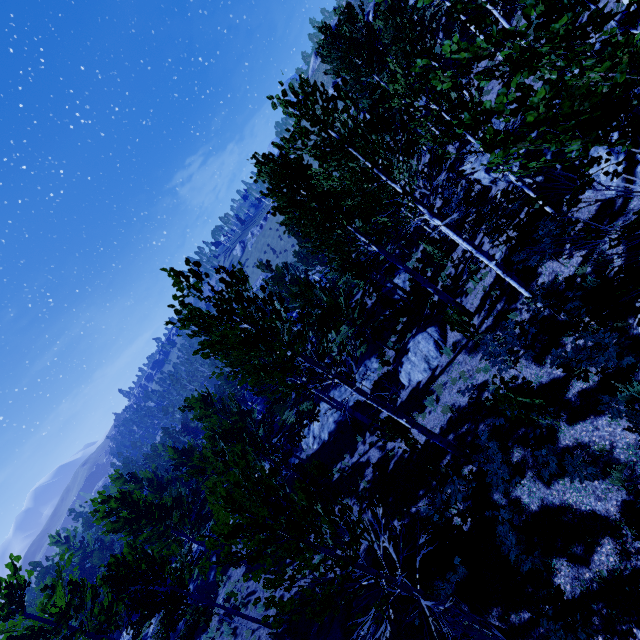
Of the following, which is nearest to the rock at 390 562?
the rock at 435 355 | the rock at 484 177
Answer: the rock at 435 355

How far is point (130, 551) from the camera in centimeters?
1410cm

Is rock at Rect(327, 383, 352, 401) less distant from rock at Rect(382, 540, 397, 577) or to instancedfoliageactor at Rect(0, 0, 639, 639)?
instancedfoliageactor at Rect(0, 0, 639, 639)

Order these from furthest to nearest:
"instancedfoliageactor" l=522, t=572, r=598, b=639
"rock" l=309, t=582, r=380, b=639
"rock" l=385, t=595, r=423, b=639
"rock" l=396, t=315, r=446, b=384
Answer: "rock" l=396, t=315, r=446, b=384 → "rock" l=309, t=582, r=380, b=639 → "rock" l=385, t=595, r=423, b=639 → "instancedfoliageactor" l=522, t=572, r=598, b=639

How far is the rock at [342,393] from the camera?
23.2m

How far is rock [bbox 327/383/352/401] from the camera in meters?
23.2

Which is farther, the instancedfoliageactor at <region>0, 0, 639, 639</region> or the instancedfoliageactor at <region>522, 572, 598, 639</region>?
the instancedfoliageactor at <region>522, 572, 598, 639</region>

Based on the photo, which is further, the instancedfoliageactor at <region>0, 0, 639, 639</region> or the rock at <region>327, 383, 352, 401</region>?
the rock at <region>327, 383, 352, 401</region>
